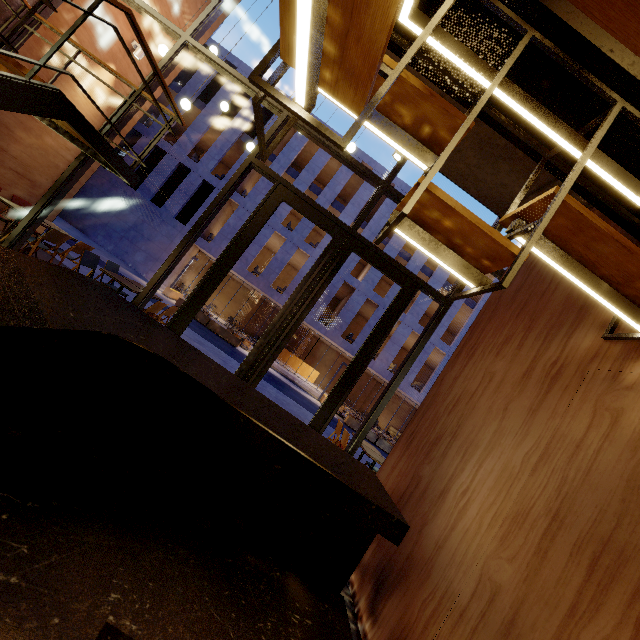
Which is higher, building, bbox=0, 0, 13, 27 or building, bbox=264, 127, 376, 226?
building, bbox=264, 127, 376, 226

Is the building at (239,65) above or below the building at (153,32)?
above

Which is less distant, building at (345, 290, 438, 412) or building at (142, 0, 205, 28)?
building at (142, 0, 205, 28)

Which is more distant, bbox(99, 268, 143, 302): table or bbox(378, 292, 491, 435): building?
bbox(378, 292, 491, 435): building

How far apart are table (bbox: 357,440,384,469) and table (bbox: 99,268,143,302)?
4.8 meters

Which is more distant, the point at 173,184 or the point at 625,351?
the point at 173,184

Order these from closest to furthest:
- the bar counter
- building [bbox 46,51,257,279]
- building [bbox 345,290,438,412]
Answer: the bar counter, building [bbox 46,51,257,279], building [bbox 345,290,438,412]

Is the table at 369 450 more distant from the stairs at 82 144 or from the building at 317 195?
the building at 317 195
